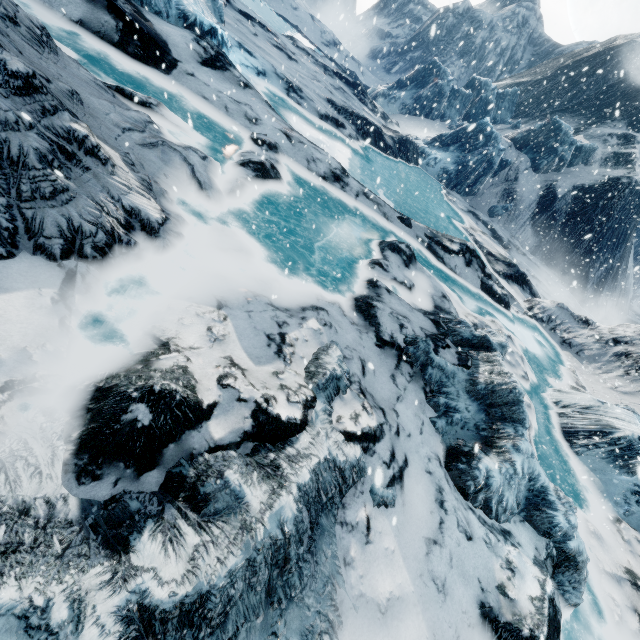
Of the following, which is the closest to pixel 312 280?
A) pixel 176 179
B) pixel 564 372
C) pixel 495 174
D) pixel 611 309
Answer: pixel 176 179
